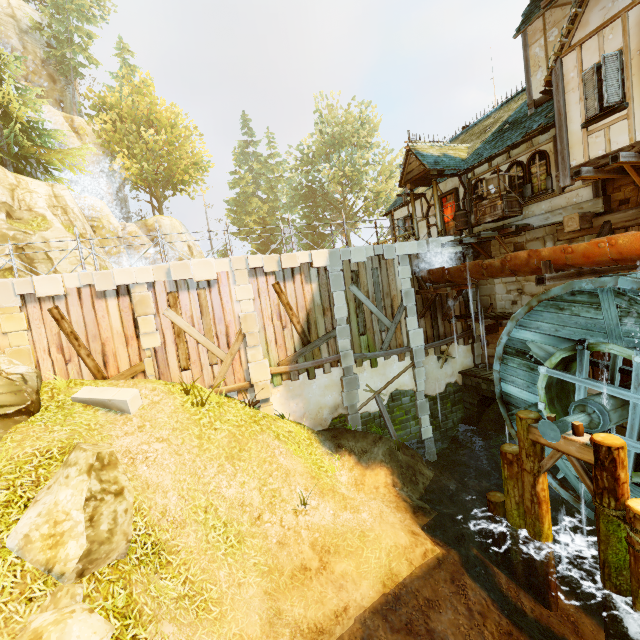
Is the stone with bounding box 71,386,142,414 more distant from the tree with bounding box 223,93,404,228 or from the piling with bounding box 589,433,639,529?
the tree with bounding box 223,93,404,228

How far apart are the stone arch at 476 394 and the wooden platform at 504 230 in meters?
5.8

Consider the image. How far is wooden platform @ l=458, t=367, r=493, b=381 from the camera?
13.45m

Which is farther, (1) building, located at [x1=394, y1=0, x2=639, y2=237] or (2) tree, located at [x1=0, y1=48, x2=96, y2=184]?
(2) tree, located at [x1=0, y1=48, x2=96, y2=184]

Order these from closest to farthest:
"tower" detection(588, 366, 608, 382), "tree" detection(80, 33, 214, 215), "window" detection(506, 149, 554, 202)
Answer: "tower" detection(588, 366, 608, 382), "window" detection(506, 149, 554, 202), "tree" detection(80, 33, 214, 215)

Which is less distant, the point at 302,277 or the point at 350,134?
the point at 302,277

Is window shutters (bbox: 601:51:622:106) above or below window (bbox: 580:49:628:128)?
above

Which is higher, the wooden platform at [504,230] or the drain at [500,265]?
the wooden platform at [504,230]
